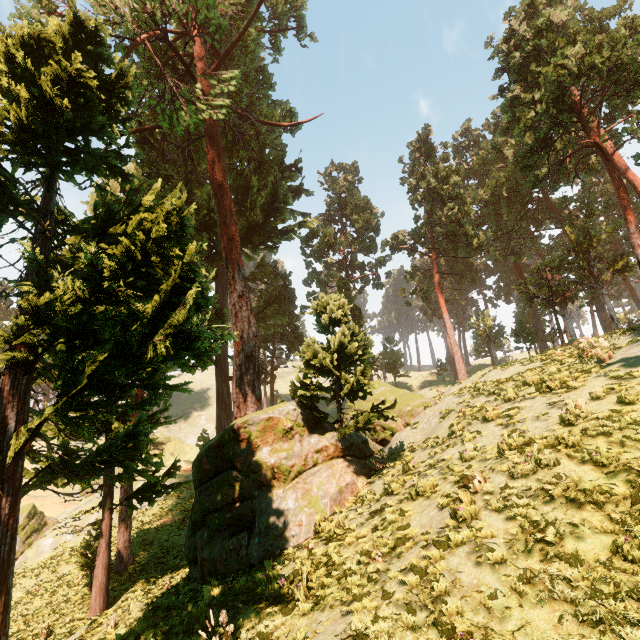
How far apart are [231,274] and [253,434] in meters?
9.6 m

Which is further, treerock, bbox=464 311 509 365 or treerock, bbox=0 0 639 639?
treerock, bbox=464 311 509 365

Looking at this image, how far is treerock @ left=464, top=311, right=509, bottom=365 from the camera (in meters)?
42.12

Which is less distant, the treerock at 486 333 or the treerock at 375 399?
the treerock at 375 399

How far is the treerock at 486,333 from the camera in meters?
42.1 m
